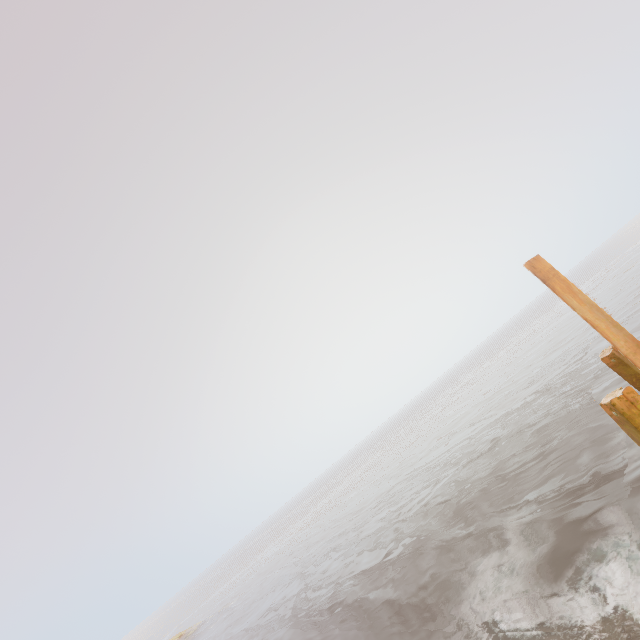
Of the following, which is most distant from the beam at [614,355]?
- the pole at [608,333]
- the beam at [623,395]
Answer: the beam at [623,395]

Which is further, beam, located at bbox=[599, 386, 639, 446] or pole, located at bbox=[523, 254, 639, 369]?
pole, located at bbox=[523, 254, 639, 369]

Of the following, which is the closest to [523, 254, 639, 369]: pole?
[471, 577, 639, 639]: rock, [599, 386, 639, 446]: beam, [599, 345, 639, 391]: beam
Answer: [599, 386, 639, 446]: beam

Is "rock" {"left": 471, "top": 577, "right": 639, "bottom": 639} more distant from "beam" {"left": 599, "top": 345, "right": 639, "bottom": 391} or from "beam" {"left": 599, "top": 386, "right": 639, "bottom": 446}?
"beam" {"left": 599, "top": 345, "right": 639, "bottom": 391}

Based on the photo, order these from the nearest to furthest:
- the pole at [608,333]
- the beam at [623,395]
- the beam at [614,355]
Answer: the beam at [623,395] → the pole at [608,333] → the beam at [614,355]

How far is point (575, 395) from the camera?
18.3m

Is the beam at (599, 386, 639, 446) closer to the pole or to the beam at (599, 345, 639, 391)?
the pole

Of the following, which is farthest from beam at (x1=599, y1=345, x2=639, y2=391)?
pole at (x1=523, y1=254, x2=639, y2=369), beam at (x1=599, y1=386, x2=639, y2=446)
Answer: beam at (x1=599, y1=386, x2=639, y2=446)
